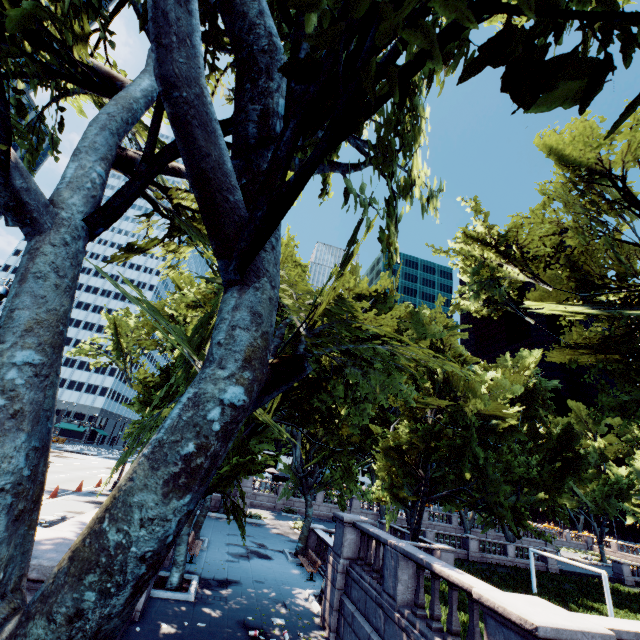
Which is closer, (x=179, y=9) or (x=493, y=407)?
(x=179, y=9)
